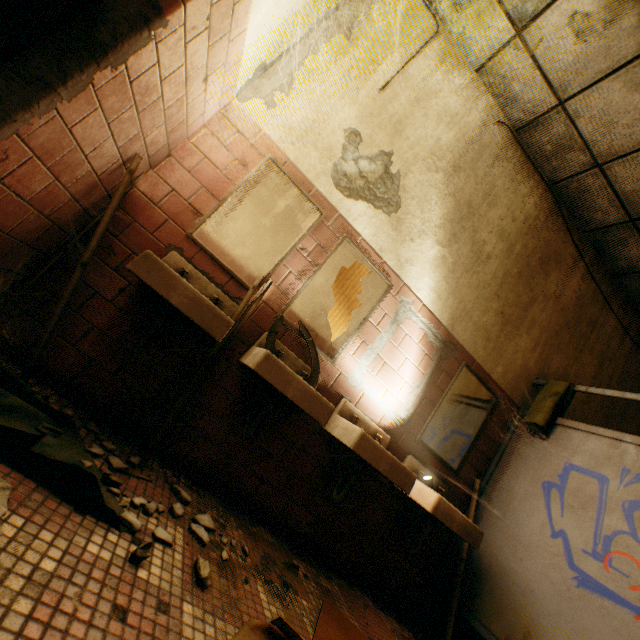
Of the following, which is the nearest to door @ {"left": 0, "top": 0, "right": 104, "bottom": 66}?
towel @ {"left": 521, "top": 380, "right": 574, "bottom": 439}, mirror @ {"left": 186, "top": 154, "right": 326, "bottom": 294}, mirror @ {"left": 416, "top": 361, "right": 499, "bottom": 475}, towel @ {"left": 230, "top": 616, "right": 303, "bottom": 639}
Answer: mirror @ {"left": 186, "top": 154, "right": 326, "bottom": 294}

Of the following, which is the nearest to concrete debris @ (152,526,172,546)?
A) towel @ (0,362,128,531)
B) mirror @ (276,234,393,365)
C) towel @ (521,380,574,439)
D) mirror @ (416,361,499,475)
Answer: towel @ (0,362,128,531)

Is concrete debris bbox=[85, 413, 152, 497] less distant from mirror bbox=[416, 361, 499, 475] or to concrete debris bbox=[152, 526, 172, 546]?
concrete debris bbox=[152, 526, 172, 546]

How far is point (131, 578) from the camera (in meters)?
0.98

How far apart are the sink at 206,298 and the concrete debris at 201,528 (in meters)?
0.71

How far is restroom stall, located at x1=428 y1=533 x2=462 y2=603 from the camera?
2.4 meters

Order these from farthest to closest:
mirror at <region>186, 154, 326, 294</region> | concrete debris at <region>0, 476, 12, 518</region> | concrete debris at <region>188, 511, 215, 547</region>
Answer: mirror at <region>186, 154, 326, 294</region>, concrete debris at <region>188, 511, 215, 547</region>, concrete debris at <region>0, 476, 12, 518</region>

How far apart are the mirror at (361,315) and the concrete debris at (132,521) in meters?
1.2 m
